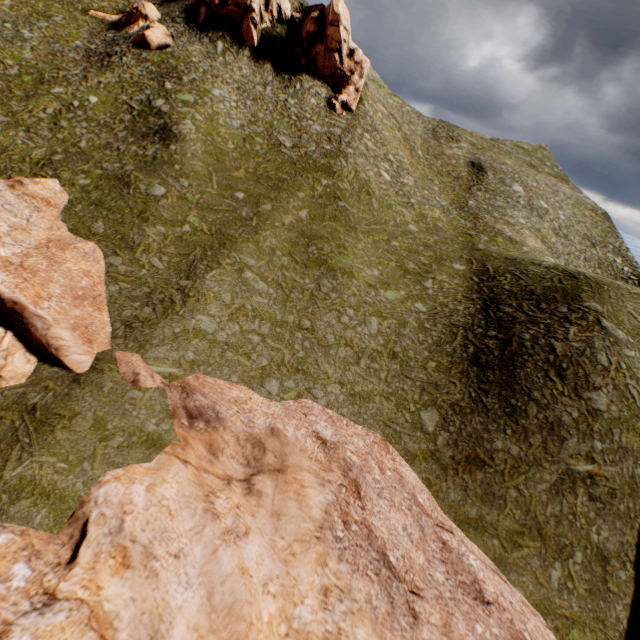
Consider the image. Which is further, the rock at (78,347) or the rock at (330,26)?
the rock at (330,26)

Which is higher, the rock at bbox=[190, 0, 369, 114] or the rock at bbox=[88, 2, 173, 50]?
the rock at bbox=[190, 0, 369, 114]

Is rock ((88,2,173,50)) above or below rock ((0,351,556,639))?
above

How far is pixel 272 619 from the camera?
11.8m

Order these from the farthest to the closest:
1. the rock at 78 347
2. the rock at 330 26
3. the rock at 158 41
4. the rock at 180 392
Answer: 1. the rock at 330 26
2. the rock at 158 41
3. the rock at 78 347
4. the rock at 180 392

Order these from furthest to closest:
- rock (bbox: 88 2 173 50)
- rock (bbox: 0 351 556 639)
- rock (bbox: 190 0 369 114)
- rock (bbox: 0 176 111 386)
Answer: rock (bbox: 190 0 369 114), rock (bbox: 88 2 173 50), rock (bbox: 0 176 111 386), rock (bbox: 0 351 556 639)

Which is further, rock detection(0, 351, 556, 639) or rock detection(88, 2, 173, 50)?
rock detection(88, 2, 173, 50)
